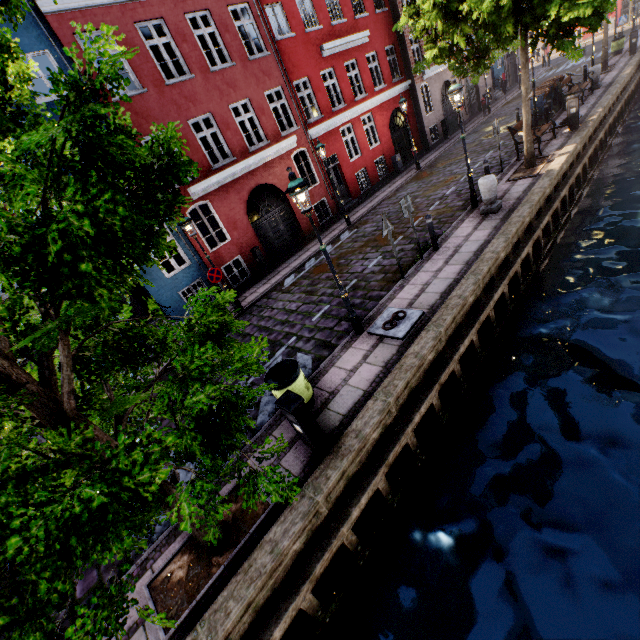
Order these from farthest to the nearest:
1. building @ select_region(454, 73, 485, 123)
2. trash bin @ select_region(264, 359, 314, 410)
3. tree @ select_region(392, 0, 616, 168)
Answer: building @ select_region(454, 73, 485, 123), tree @ select_region(392, 0, 616, 168), trash bin @ select_region(264, 359, 314, 410)

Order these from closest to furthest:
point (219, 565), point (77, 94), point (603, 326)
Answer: point (77, 94) < point (219, 565) < point (603, 326)

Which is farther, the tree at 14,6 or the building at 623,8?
the building at 623,8

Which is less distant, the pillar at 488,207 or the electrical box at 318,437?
the electrical box at 318,437

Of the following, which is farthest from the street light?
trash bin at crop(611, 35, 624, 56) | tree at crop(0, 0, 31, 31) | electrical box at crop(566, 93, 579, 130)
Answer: trash bin at crop(611, 35, 624, 56)

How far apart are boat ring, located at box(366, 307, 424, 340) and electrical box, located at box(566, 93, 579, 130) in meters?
12.9 m

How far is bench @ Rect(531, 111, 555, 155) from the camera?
12.4 meters

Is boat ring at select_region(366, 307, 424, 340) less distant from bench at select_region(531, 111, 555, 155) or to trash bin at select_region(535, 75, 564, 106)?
bench at select_region(531, 111, 555, 155)
